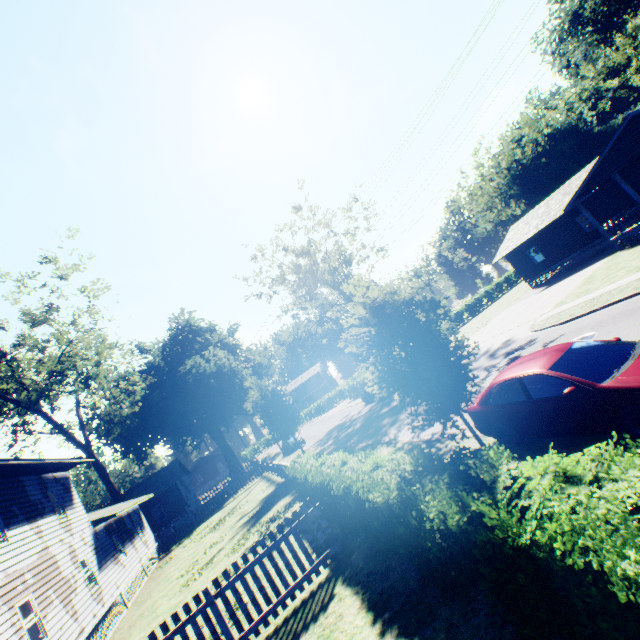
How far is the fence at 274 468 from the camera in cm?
2773

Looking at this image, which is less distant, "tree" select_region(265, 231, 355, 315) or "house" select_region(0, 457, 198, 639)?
"house" select_region(0, 457, 198, 639)

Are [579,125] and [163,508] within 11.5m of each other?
no

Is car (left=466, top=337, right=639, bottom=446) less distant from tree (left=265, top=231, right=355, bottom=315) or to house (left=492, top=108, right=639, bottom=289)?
house (left=492, top=108, right=639, bottom=289)

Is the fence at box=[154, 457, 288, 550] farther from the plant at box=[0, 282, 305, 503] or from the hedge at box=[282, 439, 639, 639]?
the hedge at box=[282, 439, 639, 639]

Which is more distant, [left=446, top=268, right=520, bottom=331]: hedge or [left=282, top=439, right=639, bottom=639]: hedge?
[left=446, top=268, right=520, bottom=331]: hedge

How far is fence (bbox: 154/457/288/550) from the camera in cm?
2773

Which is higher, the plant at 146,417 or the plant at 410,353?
the plant at 146,417
